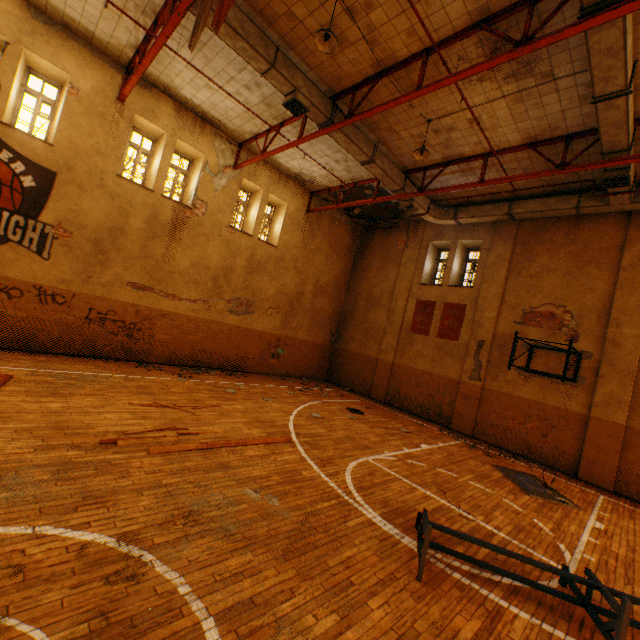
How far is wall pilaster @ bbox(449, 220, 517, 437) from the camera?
12.3 meters

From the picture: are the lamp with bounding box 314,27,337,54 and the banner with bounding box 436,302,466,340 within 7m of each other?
no

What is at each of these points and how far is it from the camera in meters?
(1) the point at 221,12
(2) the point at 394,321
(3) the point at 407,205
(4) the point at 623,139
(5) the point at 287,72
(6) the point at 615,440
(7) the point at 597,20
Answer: (1) banner, 4.5
(2) wall pilaster, 15.4
(3) vent duct, 12.3
(4) vent duct, 7.2
(5) vent duct, 7.8
(6) wall pilaster, 9.4
(7) metal beam, 4.8

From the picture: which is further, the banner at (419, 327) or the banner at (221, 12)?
the banner at (419, 327)

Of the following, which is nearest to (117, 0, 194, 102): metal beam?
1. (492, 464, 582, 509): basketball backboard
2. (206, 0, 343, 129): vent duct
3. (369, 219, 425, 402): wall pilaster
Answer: (206, 0, 343, 129): vent duct

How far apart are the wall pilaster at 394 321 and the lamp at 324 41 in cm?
1009

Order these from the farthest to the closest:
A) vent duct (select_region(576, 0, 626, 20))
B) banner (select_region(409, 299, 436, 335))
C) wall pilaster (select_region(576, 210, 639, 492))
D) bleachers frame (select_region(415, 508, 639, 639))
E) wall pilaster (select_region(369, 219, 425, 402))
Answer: wall pilaster (select_region(369, 219, 425, 402)) < banner (select_region(409, 299, 436, 335)) < wall pilaster (select_region(576, 210, 639, 492)) < vent duct (select_region(576, 0, 626, 20)) < bleachers frame (select_region(415, 508, 639, 639))

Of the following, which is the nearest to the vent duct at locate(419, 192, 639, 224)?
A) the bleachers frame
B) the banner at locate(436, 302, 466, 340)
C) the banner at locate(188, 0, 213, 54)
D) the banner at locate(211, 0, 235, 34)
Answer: the banner at locate(188, 0, 213, 54)
